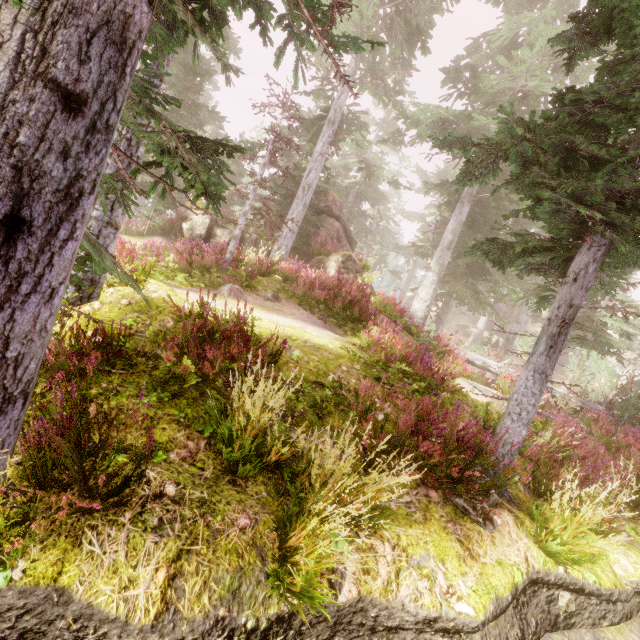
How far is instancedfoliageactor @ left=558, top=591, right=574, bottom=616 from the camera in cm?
396

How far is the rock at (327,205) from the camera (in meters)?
15.16

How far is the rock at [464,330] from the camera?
40.0m

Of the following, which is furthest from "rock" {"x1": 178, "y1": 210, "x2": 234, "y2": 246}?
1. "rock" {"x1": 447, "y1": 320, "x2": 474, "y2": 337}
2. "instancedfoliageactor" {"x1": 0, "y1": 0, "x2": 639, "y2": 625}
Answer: "rock" {"x1": 447, "y1": 320, "x2": 474, "y2": 337}

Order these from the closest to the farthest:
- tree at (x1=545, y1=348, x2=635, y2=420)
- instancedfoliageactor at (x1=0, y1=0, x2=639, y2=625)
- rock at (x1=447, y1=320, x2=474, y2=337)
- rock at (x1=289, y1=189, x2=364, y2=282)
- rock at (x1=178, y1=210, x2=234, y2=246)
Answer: instancedfoliageactor at (x1=0, y1=0, x2=639, y2=625) → tree at (x1=545, y1=348, x2=635, y2=420) → rock at (x1=289, y1=189, x2=364, y2=282) → rock at (x1=178, y1=210, x2=234, y2=246) → rock at (x1=447, y1=320, x2=474, y2=337)

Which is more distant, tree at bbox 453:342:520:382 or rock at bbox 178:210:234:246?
rock at bbox 178:210:234:246

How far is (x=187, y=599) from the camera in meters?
2.3 m

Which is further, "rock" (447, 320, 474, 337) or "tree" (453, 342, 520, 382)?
"rock" (447, 320, 474, 337)
